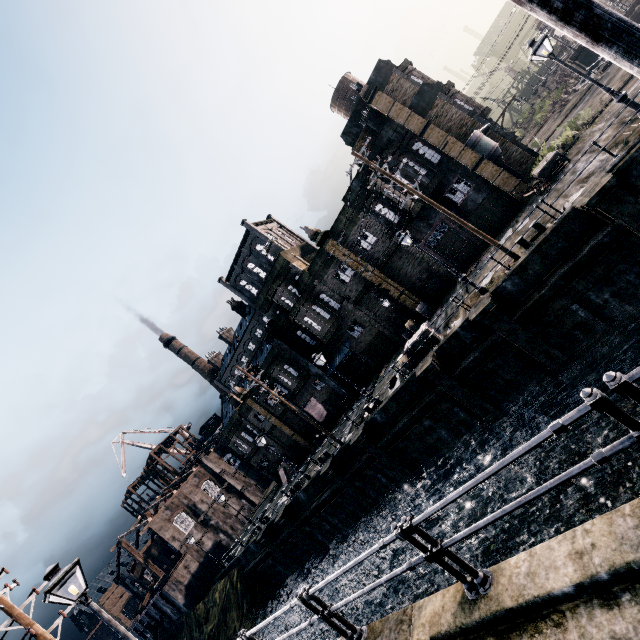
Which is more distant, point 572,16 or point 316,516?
point 316,516

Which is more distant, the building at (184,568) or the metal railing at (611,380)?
the building at (184,568)

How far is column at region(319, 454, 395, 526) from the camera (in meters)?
24.28

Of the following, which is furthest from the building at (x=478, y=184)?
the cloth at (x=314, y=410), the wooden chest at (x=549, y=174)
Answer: the cloth at (x=314, y=410)

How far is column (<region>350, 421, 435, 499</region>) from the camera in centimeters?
2202cm

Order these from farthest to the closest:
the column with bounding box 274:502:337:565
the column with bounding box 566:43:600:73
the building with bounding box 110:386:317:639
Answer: the building with bounding box 110:386:317:639
the column with bounding box 566:43:600:73
the column with bounding box 274:502:337:565

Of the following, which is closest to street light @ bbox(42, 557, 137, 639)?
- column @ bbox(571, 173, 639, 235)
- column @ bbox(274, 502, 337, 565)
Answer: column @ bbox(571, 173, 639, 235)

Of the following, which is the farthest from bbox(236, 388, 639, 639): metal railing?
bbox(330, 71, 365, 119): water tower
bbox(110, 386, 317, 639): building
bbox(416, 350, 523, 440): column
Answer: bbox(330, 71, 365, 119): water tower
